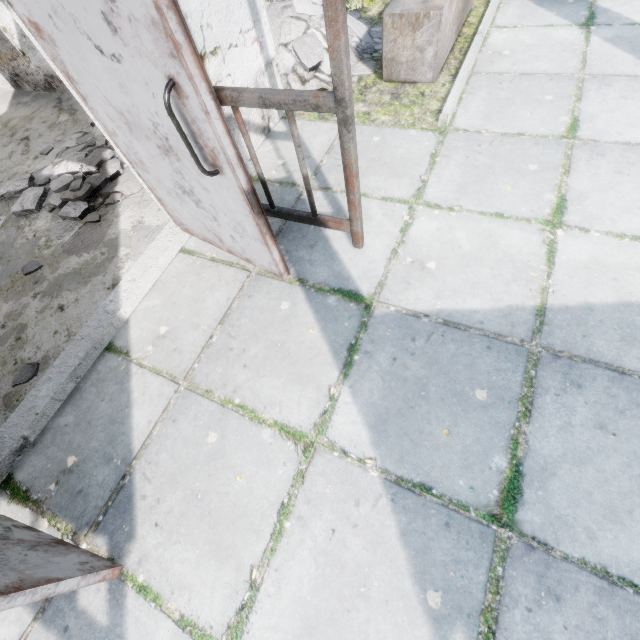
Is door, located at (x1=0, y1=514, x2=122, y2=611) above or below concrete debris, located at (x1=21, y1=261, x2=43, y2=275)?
above

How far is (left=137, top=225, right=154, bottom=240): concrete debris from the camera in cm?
282

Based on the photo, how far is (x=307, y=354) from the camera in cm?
213

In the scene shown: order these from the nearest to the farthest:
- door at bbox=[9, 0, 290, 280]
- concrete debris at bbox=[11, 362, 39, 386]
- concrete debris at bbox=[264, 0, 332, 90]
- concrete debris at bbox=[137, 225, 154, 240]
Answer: door at bbox=[9, 0, 290, 280], concrete debris at bbox=[11, 362, 39, 386], concrete debris at bbox=[137, 225, 154, 240], concrete debris at bbox=[264, 0, 332, 90]

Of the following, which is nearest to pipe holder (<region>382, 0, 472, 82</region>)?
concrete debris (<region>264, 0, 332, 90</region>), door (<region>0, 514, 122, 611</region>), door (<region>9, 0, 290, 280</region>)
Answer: concrete debris (<region>264, 0, 332, 90</region>)

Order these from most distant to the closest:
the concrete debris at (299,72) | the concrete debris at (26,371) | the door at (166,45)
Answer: the concrete debris at (299,72)
the concrete debris at (26,371)
the door at (166,45)

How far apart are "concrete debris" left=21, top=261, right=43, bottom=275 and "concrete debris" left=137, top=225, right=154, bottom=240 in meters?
0.9 m

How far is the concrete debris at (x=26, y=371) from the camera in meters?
2.3
